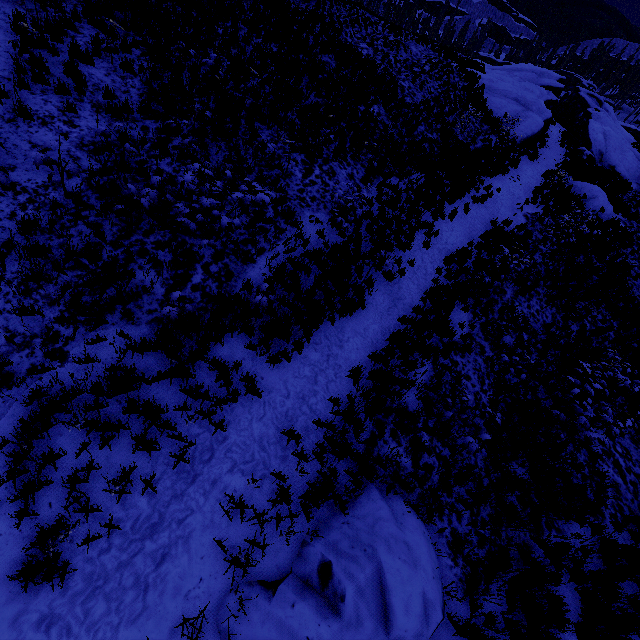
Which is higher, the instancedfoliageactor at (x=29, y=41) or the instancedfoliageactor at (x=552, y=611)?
the instancedfoliageactor at (x=29, y=41)

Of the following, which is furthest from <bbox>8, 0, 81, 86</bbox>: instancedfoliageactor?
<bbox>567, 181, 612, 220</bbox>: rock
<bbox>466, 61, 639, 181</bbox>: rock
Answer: <bbox>466, 61, 639, 181</bbox>: rock

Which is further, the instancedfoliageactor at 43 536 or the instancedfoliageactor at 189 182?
the instancedfoliageactor at 189 182

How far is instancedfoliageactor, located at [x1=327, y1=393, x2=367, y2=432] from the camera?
6.49m

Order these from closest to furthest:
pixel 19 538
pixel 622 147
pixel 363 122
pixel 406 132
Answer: pixel 19 538, pixel 363 122, pixel 406 132, pixel 622 147

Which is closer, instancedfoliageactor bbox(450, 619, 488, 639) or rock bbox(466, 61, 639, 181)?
instancedfoliageactor bbox(450, 619, 488, 639)

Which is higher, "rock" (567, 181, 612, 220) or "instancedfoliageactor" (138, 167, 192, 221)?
"rock" (567, 181, 612, 220)

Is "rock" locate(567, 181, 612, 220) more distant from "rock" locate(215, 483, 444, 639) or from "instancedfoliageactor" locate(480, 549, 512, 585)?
"rock" locate(215, 483, 444, 639)
